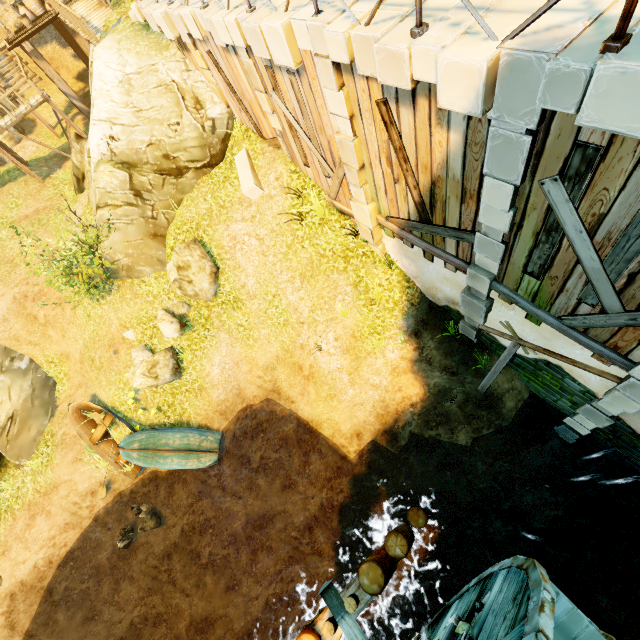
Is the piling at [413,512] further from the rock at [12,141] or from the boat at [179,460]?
the rock at [12,141]

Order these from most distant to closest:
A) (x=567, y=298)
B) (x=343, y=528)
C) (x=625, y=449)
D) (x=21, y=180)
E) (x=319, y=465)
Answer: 1. (x=21, y=180)
2. (x=319, y=465)
3. (x=343, y=528)
4. (x=625, y=449)
5. (x=567, y=298)

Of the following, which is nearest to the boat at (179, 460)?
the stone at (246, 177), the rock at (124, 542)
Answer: the rock at (124, 542)

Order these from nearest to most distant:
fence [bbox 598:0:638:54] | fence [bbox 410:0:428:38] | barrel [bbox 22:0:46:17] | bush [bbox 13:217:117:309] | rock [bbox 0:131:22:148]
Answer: fence [bbox 598:0:638:54]
fence [bbox 410:0:428:38]
bush [bbox 13:217:117:309]
barrel [bbox 22:0:46:17]
rock [bbox 0:131:22:148]

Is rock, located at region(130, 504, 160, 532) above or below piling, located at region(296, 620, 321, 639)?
below

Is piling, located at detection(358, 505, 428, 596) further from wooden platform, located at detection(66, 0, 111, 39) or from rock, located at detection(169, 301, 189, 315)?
wooden platform, located at detection(66, 0, 111, 39)

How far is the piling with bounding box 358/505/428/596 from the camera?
6.0m

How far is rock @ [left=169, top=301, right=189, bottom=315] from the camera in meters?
11.4
